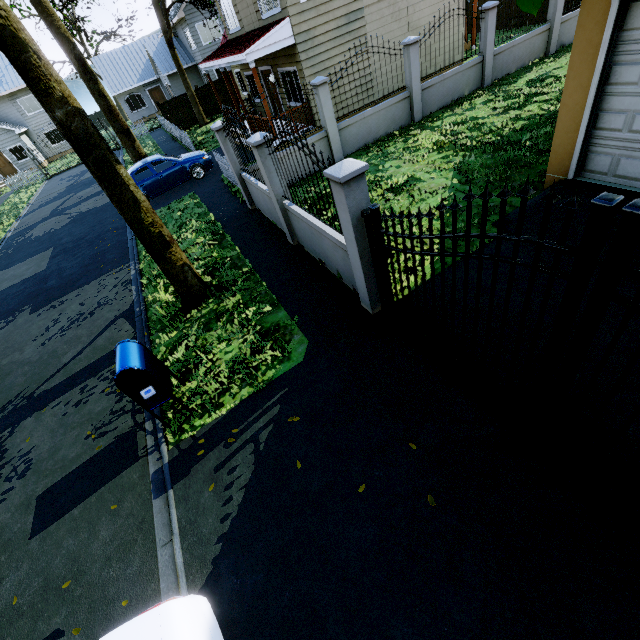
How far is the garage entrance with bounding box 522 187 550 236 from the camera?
5.65m

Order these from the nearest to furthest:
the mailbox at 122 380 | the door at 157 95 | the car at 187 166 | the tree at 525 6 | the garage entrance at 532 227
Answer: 1. the tree at 525 6
2. the mailbox at 122 380
3. the garage entrance at 532 227
4. the car at 187 166
5. the door at 157 95

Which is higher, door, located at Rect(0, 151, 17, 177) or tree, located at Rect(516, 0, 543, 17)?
tree, located at Rect(516, 0, 543, 17)

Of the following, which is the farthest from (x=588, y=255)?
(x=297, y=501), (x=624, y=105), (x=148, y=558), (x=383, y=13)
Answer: (x=383, y=13)

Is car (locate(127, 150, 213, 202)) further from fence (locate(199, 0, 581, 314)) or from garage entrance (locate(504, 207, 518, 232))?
garage entrance (locate(504, 207, 518, 232))

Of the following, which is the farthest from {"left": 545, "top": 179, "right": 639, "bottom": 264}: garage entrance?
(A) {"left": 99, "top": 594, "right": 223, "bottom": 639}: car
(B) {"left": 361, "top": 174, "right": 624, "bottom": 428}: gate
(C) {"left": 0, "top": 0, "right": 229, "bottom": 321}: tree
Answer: (A) {"left": 99, "top": 594, "right": 223, "bottom": 639}: car

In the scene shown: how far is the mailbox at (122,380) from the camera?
4.33m

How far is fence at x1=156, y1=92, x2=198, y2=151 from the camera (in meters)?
19.75
